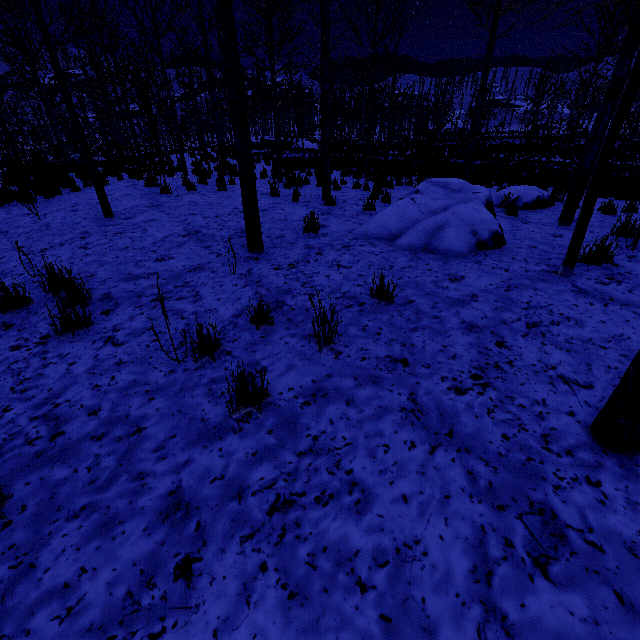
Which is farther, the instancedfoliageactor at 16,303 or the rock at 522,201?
the rock at 522,201

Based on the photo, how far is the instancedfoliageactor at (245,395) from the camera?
2.3m

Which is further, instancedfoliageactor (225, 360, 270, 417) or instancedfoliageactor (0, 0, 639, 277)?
instancedfoliageactor (0, 0, 639, 277)

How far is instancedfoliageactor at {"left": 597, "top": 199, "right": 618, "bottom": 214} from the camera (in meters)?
7.27

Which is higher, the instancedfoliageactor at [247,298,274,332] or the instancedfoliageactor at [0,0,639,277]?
the instancedfoliageactor at [0,0,639,277]

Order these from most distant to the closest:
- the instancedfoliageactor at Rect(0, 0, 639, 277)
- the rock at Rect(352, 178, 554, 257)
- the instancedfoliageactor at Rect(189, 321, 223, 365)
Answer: the rock at Rect(352, 178, 554, 257), the instancedfoliageactor at Rect(0, 0, 639, 277), the instancedfoliageactor at Rect(189, 321, 223, 365)

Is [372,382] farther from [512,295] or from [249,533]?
[512,295]
